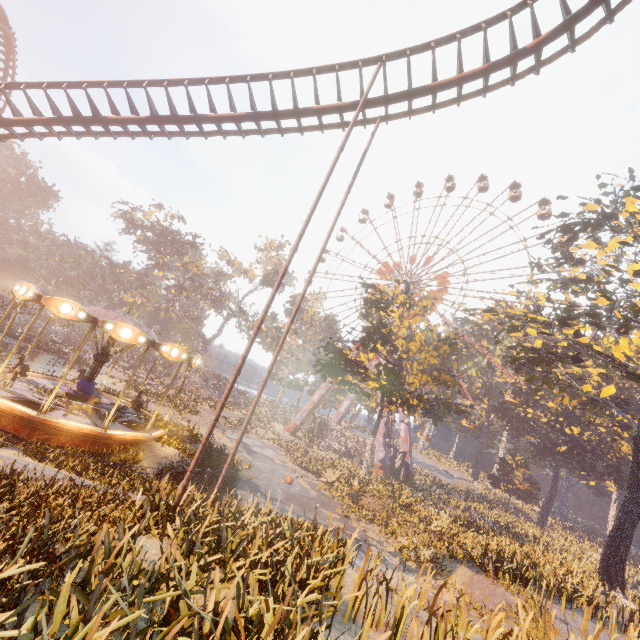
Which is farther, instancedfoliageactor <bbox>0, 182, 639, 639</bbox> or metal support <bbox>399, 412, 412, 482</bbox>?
metal support <bbox>399, 412, 412, 482</bbox>

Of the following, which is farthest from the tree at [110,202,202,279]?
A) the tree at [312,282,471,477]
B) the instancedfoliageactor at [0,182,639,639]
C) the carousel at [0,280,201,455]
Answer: the instancedfoliageactor at [0,182,639,639]

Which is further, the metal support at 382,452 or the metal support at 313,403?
the metal support at 313,403

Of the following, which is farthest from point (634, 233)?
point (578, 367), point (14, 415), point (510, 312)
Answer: point (14, 415)

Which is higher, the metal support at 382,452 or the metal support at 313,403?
the metal support at 313,403

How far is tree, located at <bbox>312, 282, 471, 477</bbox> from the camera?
25.6 meters

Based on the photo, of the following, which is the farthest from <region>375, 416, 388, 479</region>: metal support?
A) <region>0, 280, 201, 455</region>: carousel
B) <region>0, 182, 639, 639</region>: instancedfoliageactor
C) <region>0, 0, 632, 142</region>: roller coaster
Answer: <region>0, 0, 632, 142</region>: roller coaster

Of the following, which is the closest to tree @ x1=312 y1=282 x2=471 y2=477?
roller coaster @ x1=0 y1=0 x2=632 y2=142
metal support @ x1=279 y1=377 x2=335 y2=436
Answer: metal support @ x1=279 y1=377 x2=335 y2=436
